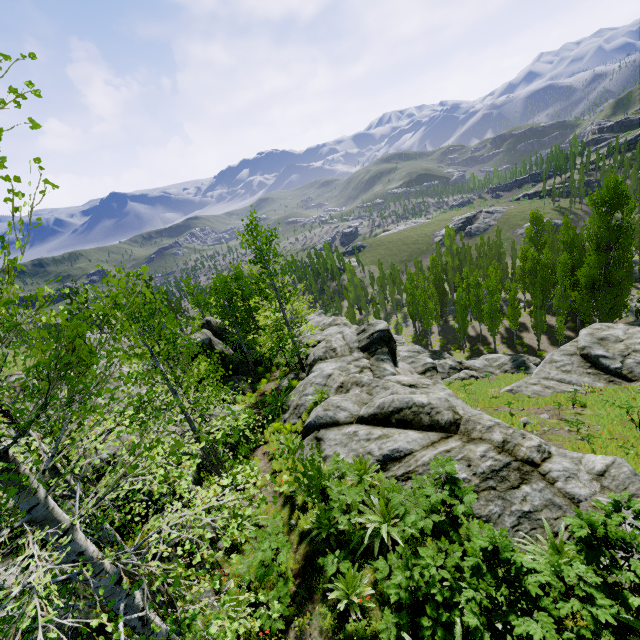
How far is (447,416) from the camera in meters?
10.0

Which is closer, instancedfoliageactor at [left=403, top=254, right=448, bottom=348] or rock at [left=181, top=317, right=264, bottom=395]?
rock at [left=181, top=317, right=264, bottom=395]

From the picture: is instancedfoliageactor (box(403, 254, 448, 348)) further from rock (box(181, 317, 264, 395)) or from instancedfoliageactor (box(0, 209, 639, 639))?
instancedfoliageactor (box(0, 209, 639, 639))

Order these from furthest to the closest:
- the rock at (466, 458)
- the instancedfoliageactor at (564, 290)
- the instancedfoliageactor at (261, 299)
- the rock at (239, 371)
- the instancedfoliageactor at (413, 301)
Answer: the instancedfoliageactor at (413, 301), the instancedfoliageactor at (564, 290), the rock at (239, 371), the rock at (466, 458), the instancedfoliageactor at (261, 299)

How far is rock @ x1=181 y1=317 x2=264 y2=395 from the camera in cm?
2209

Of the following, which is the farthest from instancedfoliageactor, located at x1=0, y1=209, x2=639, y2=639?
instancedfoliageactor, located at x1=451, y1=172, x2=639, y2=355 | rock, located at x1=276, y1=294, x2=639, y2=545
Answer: instancedfoliageactor, located at x1=451, y1=172, x2=639, y2=355

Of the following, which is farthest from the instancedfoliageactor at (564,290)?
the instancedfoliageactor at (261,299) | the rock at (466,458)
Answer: the instancedfoliageactor at (261,299)
